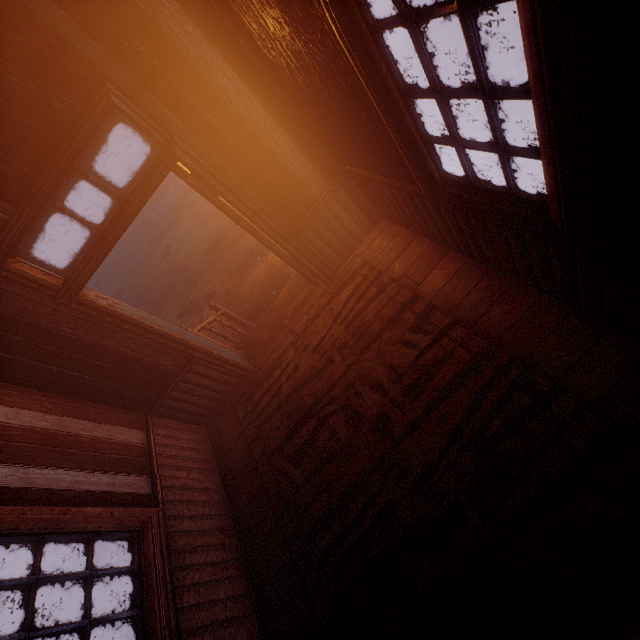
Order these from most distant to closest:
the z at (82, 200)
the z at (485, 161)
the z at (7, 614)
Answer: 1. the z at (82, 200)
2. the z at (7, 614)
3. the z at (485, 161)

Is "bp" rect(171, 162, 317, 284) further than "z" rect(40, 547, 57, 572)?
No

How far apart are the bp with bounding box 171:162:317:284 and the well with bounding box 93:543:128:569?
4.9m

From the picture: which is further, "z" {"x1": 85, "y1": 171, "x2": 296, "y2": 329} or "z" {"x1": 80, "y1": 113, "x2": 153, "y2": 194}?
"z" {"x1": 80, "y1": 113, "x2": 153, "y2": 194}

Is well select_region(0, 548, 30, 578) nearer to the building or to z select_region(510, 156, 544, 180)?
z select_region(510, 156, 544, 180)

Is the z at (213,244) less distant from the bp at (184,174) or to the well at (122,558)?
the well at (122,558)

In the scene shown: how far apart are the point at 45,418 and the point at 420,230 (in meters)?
4.18

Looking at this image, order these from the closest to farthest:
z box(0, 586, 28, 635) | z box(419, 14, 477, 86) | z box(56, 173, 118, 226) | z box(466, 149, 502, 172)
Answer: z box(466, 149, 502, 172)
z box(419, 14, 477, 86)
z box(0, 586, 28, 635)
z box(56, 173, 118, 226)
